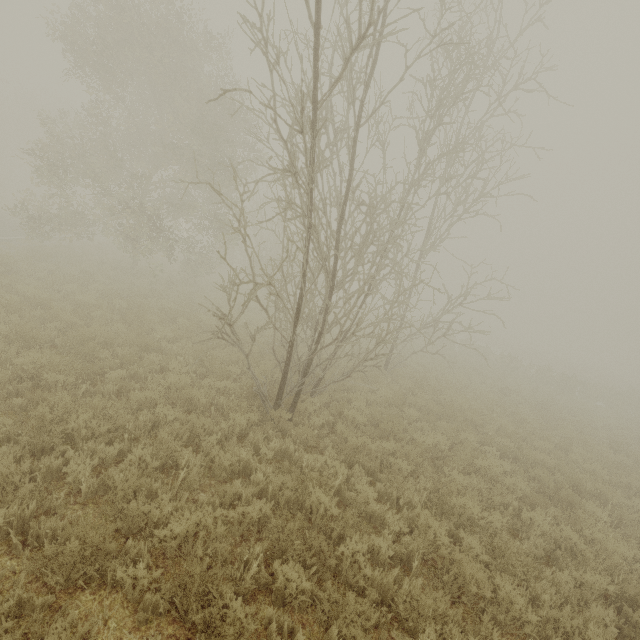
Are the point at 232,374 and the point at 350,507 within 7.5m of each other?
yes
